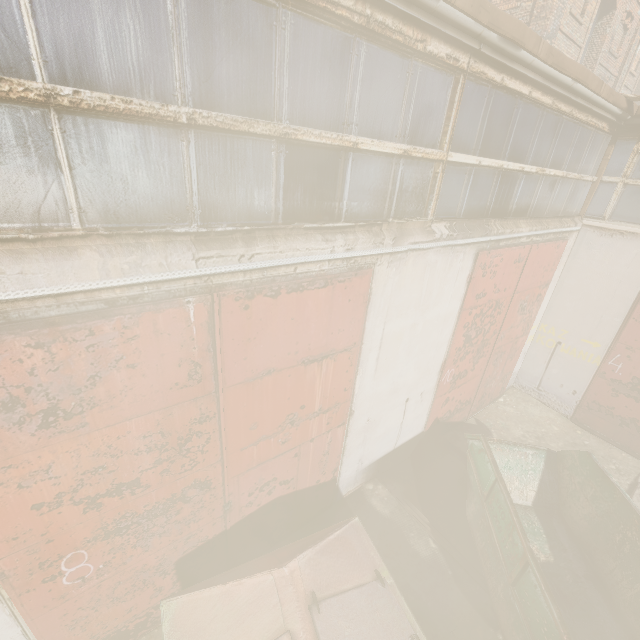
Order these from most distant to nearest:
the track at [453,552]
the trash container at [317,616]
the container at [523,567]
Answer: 1. the track at [453,552]
2. the container at [523,567]
3. the trash container at [317,616]

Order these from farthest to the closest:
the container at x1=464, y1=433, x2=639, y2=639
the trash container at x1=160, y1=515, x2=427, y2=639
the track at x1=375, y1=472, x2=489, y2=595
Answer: the track at x1=375, y1=472, x2=489, y2=595
the container at x1=464, y1=433, x2=639, y2=639
the trash container at x1=160, y1=515, x2=427, y2=639

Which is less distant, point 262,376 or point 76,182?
point 76,182

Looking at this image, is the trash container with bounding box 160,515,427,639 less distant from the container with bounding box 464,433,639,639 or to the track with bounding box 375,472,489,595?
the container with bounding box 464,433,639,639

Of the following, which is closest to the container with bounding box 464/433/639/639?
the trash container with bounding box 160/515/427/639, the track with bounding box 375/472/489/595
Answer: the track with bounding box 375/472/489/595

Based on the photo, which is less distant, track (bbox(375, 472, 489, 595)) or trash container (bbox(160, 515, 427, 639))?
trash container (bbox(160, 515, 427, 639))

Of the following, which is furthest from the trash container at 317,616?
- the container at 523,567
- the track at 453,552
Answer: the track at 453,552
